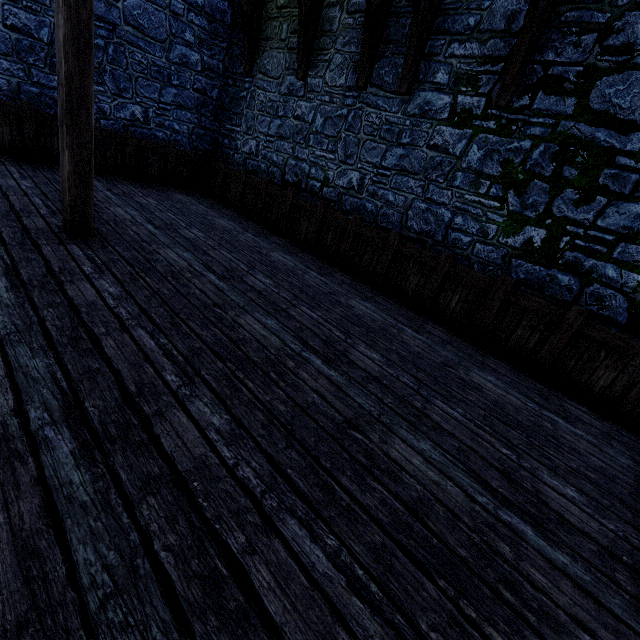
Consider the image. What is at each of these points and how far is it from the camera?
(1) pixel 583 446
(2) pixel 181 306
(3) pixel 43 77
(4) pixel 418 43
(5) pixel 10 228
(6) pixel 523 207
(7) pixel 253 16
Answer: (1) building tower, 3.2m
(2) wooden support, 3.3m
(3) building tower, 6.4m
(4) wooden support, 5.2m
(5) building tower, 3.7m
(6) building tower, 4.7m
(7) wooden support, 7.5m

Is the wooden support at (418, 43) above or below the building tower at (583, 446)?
above

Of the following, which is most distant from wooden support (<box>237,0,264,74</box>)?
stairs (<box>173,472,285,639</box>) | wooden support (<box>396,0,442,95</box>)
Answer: stairs (<box>173,472,285,639</box>)

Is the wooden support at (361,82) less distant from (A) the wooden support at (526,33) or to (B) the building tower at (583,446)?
(B) the building tower at (583,446)

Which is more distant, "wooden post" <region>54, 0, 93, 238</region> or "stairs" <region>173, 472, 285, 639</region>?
"wooden post" <region>54, 0, 93, 238</region>

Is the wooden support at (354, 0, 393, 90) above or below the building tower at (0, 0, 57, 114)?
above

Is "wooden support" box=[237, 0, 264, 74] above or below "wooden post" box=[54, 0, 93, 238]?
above

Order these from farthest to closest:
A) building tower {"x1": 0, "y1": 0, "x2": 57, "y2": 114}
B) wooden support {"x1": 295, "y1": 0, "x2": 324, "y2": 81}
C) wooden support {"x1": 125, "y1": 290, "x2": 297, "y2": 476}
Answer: wooden support {"x1": 295, "y1": 0, "x2": 324, "y2": 81}
building tower {"x1": 0, "y1": 0, "x2": 57, "y2": 114}
wooden support {"x1": 125, "y1": 290, "x2": 297, "y2": 476}
